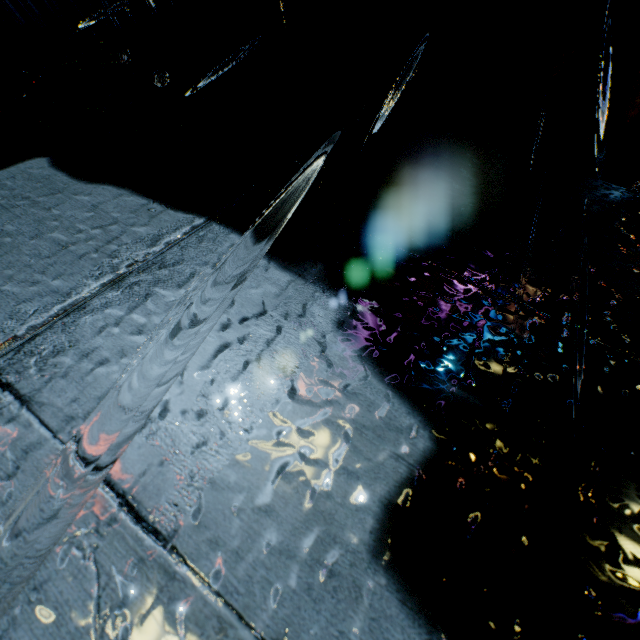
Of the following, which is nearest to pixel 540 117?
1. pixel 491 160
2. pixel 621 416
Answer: pixel 491 160
